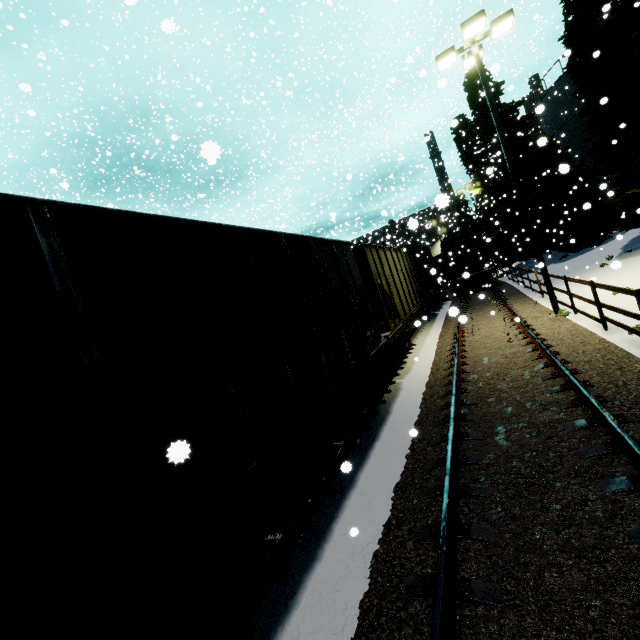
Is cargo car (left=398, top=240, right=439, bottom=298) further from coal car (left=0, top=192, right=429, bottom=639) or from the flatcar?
the flatcar

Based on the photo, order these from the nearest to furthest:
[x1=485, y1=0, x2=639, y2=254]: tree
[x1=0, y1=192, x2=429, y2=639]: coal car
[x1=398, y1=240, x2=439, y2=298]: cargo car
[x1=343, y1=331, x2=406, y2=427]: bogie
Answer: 1. [x1=0, y1=192, x2=429, y2=639]: coal car
2. [x1=343, y1=331, x2=406, y2=427]: bogie
3. [x1=485, y1=0, x2=639, y2=254]: tree
4. [x1=398, y1=240, x2=439, y2=298]: cargo car

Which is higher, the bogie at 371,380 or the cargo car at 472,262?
the cargo car at 472,262

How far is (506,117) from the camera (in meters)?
26.05

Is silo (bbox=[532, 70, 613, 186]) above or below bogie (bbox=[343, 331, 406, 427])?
above

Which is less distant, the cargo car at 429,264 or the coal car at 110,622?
the coal car at 110,622

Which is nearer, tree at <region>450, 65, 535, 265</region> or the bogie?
the bogie

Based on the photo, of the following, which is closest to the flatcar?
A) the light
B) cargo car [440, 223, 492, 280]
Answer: the light
